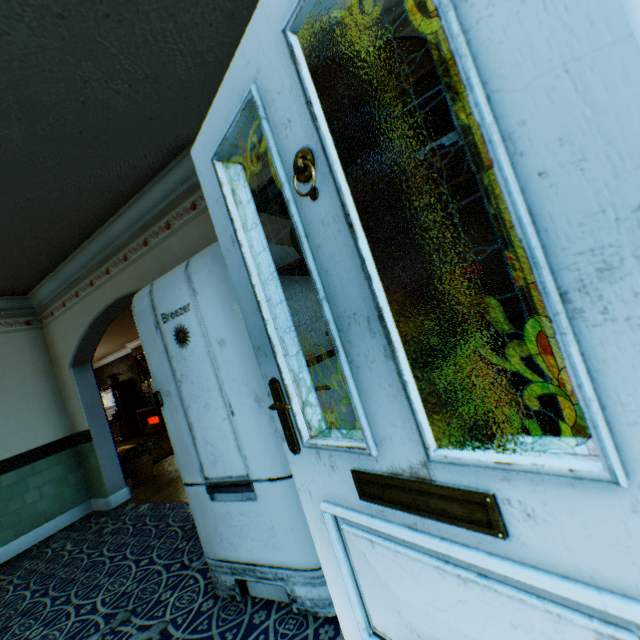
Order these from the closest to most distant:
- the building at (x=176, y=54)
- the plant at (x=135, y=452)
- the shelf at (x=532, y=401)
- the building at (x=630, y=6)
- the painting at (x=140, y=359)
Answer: the building at (x=630, y=6), the shelf at (x=532, y=401), the building at (x=176, y=54), the plant at (x=135, y=452), the painting at (x=140, y=359)

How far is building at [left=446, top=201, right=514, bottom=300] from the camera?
1.8m

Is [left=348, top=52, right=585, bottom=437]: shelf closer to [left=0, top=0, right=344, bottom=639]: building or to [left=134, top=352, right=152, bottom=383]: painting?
[left=0, top=0, right=344, bottom=639]: building

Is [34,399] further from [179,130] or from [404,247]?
[404,247]

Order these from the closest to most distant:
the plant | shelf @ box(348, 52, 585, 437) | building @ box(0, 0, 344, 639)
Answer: shelf @ box(348, 52, 585, 437), building @ box(0, 0, 344, 639), the plant

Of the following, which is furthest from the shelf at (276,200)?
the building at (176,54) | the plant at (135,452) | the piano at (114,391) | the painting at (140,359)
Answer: the piano at (114,391)

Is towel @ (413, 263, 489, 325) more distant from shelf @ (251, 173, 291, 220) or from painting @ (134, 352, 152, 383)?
painting @ (134, 352, 152, 383)
